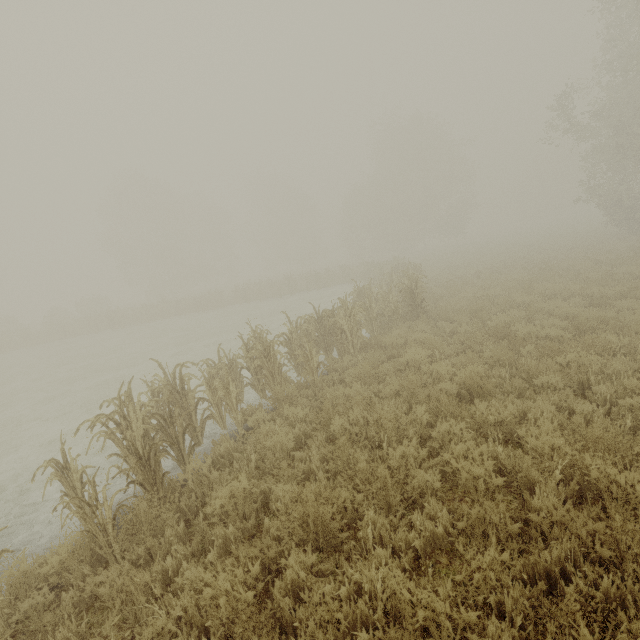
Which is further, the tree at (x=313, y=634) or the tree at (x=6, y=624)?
the tree at (x=6, y=624)

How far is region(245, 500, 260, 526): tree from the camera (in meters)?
4.34

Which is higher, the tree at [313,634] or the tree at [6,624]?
the tree at [313,634]

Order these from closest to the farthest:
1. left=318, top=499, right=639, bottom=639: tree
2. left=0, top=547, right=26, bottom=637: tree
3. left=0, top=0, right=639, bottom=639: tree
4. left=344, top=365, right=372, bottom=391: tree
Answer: left=318, top=499, right=639, bottom=639: tree
left=0, top=547, right=26, bottom=637: tree
left=0, top=0, right=639, bottom=639: tree
left=344, top=365, right=372, bottom=391: tree

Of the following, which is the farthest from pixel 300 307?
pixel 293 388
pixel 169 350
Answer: pixel 293 388

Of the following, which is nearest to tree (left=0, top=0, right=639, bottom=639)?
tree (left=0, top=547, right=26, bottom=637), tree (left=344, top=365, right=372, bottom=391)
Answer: tree (left=344, top=365, right=372, bottom=391)
